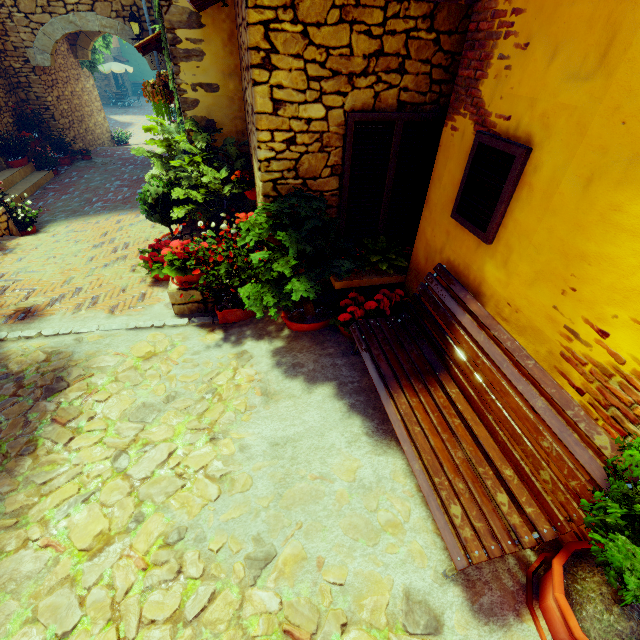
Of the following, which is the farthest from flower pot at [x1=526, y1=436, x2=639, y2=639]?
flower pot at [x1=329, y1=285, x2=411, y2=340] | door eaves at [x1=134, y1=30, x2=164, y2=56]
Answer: door eaves at [x1=134, y1=30, x2=164, y2=56]

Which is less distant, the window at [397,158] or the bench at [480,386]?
the bench at [480,386]

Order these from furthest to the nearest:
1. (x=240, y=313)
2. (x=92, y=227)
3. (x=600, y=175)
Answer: (x=92, y=227), (x=240, y=313), (x=600, y=175)

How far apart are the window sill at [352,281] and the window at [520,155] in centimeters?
116cm

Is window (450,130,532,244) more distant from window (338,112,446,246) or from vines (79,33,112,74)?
vines (79,33,112,74)

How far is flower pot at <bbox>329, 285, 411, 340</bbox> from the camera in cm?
364

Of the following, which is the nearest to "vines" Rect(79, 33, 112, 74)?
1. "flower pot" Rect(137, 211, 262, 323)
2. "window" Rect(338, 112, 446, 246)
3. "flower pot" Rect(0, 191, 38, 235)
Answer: "flower pot" Rect(0, 191, 38, 235)

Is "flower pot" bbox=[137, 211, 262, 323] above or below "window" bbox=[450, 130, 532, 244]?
below
